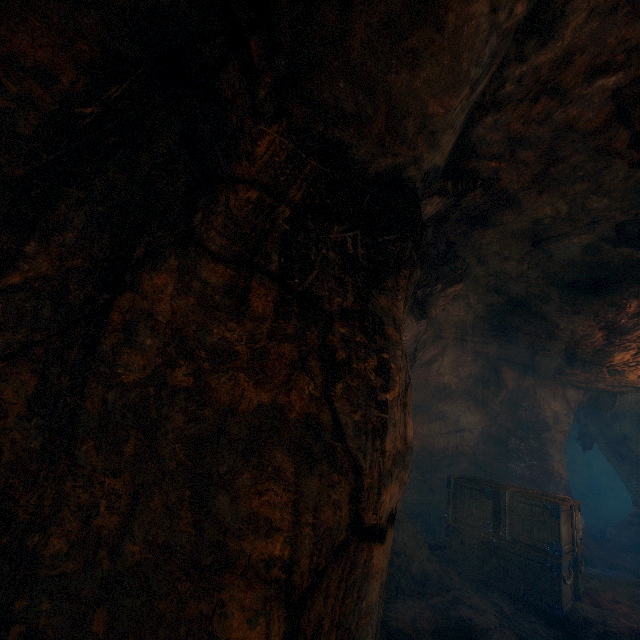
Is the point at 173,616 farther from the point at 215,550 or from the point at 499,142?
the point at 499,142

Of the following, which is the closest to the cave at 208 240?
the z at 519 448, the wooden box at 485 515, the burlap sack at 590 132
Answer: the burlap sack at 590 132

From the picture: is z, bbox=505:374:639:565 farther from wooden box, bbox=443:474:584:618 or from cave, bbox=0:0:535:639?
cave, bbox=0:0:535:639

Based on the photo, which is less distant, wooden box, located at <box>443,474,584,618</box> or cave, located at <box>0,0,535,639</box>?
cave, located at <box>0,0,535,639</box>

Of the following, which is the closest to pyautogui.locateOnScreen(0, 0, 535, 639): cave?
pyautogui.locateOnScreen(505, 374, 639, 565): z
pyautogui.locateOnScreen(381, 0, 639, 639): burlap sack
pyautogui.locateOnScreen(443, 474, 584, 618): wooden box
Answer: pyautogui.locateOnScreen(381, 0, 639, 639): burlap sack

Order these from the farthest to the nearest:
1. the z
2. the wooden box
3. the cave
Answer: the z → the wooden box → the cave

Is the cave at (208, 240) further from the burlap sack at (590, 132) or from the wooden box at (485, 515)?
the wooden box at (485, 515)

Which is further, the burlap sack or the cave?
the burlap sack
